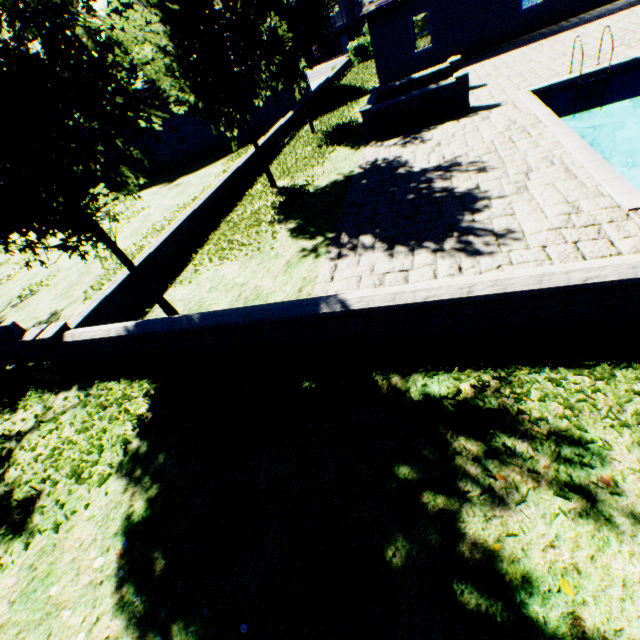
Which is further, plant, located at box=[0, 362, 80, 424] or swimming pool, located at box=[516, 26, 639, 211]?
plant, located at box=[0, 362, 80, 424]

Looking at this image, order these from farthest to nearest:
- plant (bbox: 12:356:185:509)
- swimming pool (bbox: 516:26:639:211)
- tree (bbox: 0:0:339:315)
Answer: swimming pool (bbox: 516:26:639:211)
plant (bbox: 12:356:185:509)
tree (bbox: 0:0:339:315)

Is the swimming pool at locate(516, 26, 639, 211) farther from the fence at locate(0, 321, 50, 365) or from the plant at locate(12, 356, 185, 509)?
the fence at locate(0, 321, 50, 365)

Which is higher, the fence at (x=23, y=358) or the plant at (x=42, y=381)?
the fence at (x=23, y=358)

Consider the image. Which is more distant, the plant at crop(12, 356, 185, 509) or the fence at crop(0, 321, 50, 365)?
the fence at crop(0, 321, 50, 365)

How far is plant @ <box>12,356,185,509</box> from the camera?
4.71m

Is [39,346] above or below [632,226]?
above

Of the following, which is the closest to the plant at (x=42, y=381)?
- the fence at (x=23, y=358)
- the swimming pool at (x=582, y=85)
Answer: the fence at (x=23, y=358)
